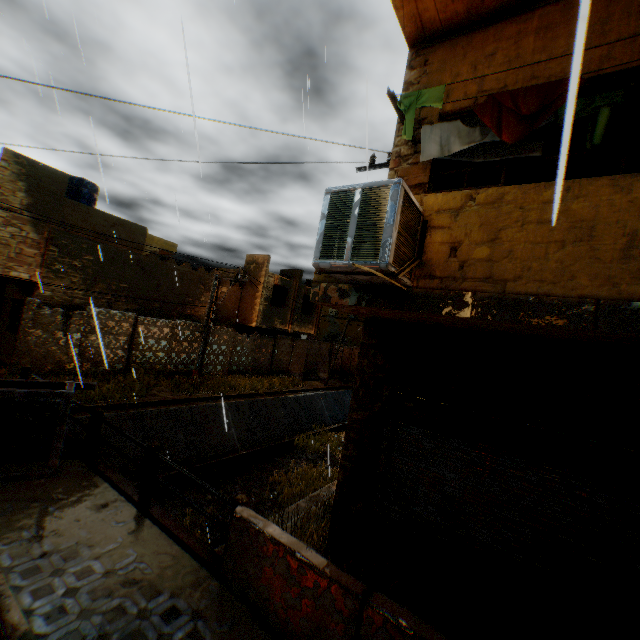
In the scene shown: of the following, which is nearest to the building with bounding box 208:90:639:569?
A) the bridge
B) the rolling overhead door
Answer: the rolling overhead door

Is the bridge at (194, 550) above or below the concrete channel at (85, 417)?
above

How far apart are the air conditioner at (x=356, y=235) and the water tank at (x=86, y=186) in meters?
21.0

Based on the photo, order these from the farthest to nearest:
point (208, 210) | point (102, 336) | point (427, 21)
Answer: point (102, 336)
point (208, 210)
point (427, 21)

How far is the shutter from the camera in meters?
14.2 m

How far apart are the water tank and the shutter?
6.2m

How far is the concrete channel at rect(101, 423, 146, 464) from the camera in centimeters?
1129cm
